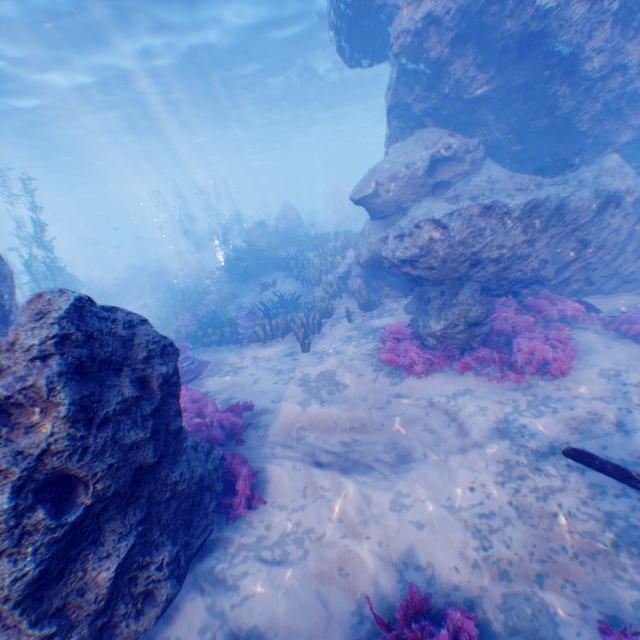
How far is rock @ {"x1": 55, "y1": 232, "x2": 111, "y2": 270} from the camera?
46.2m

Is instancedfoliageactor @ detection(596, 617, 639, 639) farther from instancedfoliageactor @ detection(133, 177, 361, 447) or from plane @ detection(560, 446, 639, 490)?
instancedfoliageactor @ detection(133, 177, 361, 447)

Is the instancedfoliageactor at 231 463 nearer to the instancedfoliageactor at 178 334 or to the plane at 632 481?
the plane at 632 481

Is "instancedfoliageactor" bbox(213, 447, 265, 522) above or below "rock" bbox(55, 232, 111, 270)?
below

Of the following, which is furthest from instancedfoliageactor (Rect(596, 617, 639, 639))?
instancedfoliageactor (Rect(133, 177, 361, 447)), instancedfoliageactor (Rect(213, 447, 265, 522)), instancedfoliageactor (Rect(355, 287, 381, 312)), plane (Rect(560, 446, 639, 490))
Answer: instancedfoliageactor (Rect(133, 177, 361, 447))

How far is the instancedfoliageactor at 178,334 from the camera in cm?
694

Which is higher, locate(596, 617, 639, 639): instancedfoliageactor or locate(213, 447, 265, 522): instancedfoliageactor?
locate(213, 447, 265, 522): instancedfoliageactor

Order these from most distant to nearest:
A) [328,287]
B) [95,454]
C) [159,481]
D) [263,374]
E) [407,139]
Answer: [328,287], [407,139], [263,374], [159,481], [95,454]
